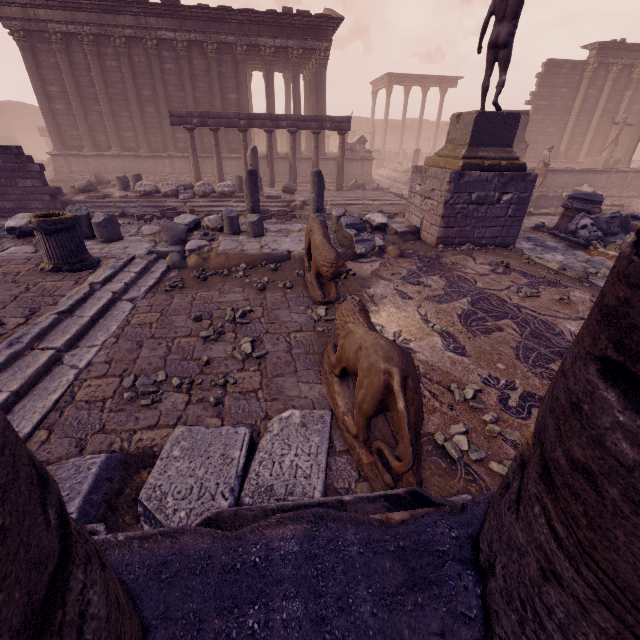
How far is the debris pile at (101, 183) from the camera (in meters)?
13.76

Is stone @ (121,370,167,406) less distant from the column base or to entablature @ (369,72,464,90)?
the column base

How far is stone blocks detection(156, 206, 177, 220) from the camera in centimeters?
1091cm

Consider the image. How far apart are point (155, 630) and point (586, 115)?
31.67m

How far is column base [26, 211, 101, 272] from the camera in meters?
5.1 m

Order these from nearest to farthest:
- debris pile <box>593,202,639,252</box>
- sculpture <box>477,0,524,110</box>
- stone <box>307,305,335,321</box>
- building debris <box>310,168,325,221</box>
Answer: stone <box>307,305,335,321</box> < sculpture <box>477,0,524,110</box> < building debris <box>310,168,325,221</box> < debris pile <box>593,202,639,252</box>

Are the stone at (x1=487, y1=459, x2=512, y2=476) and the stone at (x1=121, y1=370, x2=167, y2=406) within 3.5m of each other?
yes

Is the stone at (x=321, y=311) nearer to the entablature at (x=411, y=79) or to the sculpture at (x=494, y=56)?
the sculpture at (x=494, y=56)
